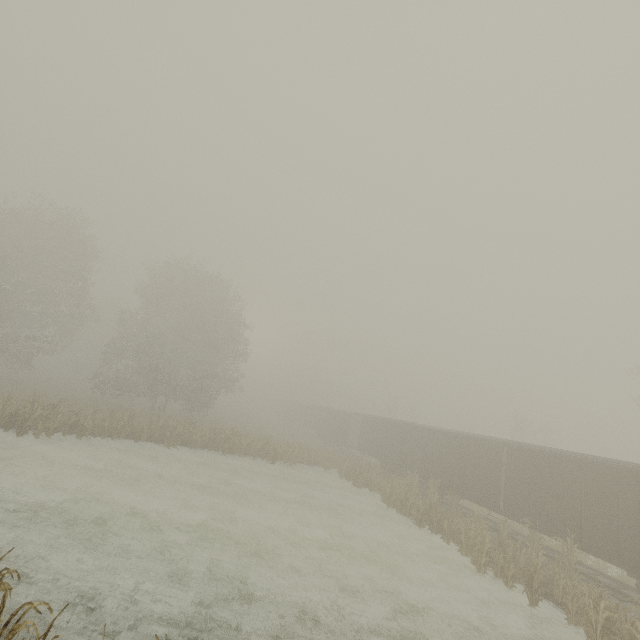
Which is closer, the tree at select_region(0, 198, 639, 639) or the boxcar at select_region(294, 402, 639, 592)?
the boxcar at select_region(294, 402, 639, 592)

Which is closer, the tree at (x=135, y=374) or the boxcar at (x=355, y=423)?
the boxcar at (x=355, y=423)

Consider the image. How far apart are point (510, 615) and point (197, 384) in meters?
31.1
